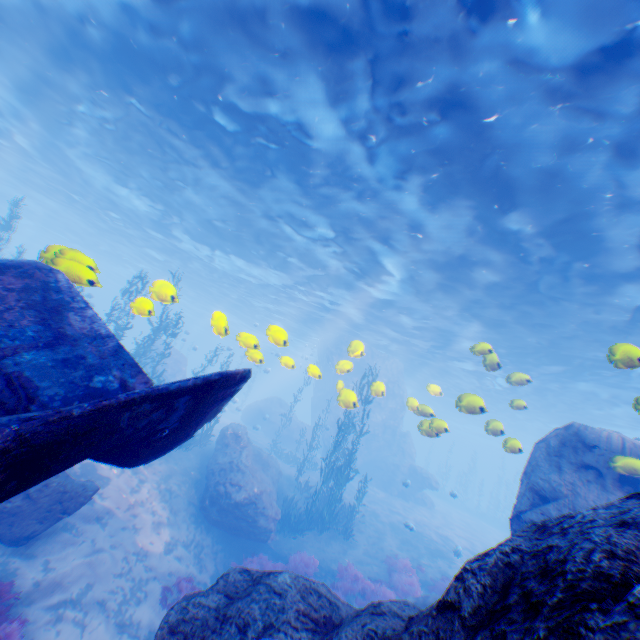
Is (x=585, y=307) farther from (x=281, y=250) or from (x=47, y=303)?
(x=47, y=303)

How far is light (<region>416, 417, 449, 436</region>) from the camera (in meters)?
8.93

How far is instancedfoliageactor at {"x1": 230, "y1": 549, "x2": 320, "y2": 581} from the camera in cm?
1132

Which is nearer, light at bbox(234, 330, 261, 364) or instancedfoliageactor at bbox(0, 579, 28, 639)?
instancedfoliageactor at bbox(0, 579, 28, 639)

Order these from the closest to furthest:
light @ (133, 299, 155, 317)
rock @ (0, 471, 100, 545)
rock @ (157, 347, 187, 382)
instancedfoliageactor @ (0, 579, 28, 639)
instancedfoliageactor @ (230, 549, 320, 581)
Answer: instancedfoliageactor @ (0, 579, 28, 639) < light @ (133, 299, 155, 317) < rock @ (0, 471, 100, 545) < instancedfoliageactor @ (230, 549, 320, 581) < rock @ (157, 347, 187, 382)

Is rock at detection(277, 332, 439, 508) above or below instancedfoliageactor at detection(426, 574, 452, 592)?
above

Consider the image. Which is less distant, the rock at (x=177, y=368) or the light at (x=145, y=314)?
the light at (x=145, y=314)

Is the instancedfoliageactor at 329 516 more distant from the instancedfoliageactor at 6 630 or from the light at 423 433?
the light at 423 433
